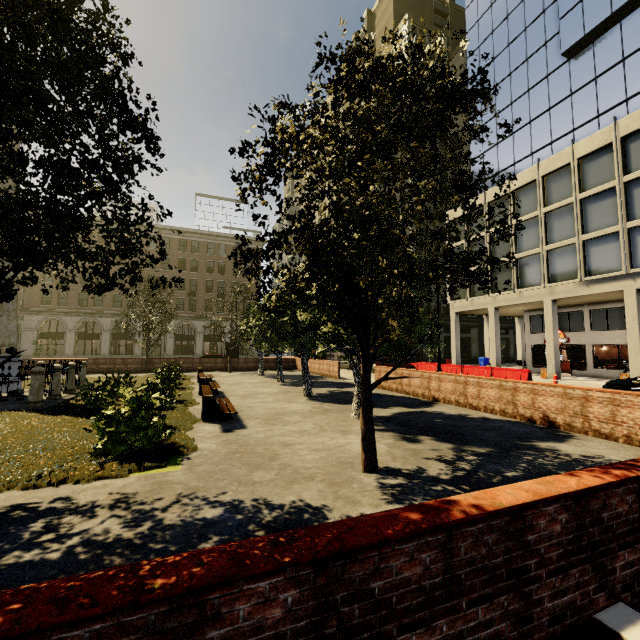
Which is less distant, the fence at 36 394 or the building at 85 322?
the fence at 36 394

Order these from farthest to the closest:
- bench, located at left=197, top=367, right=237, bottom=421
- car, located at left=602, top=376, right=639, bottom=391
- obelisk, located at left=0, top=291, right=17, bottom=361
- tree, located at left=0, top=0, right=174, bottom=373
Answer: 1. car, located at left=602, top=376, right=639, bottom=391
2. obelisk, located at left=0, top=291, right=17, bottom=361
3. bench, located at left=197, top=367, right=237, bottom=421
4. tree, located at left=0, top=0, right=174, bottom=373

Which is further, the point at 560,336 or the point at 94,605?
the point at 560,336

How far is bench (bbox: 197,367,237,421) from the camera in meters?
9.2 m

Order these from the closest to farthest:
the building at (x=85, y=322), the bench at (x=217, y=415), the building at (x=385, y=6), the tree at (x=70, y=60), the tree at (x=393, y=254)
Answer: the tree at (x=70, y=60)
the tree at (x=393, y=254)
the bench at (x=217, y=415)
the building at (x=385, y=6)
the building at (x=85, y=322)

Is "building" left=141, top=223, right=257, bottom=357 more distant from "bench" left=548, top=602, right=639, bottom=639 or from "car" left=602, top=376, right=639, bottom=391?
"bench" left=548, top=602, right=639, bottom=639

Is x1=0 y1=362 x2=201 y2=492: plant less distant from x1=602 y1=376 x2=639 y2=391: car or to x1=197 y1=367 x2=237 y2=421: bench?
x1=197 y1=367 x2=237 y2=421: bench

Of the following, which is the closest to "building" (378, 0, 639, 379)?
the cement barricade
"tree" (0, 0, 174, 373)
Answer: "tree" (0, 0, 174, 373)
